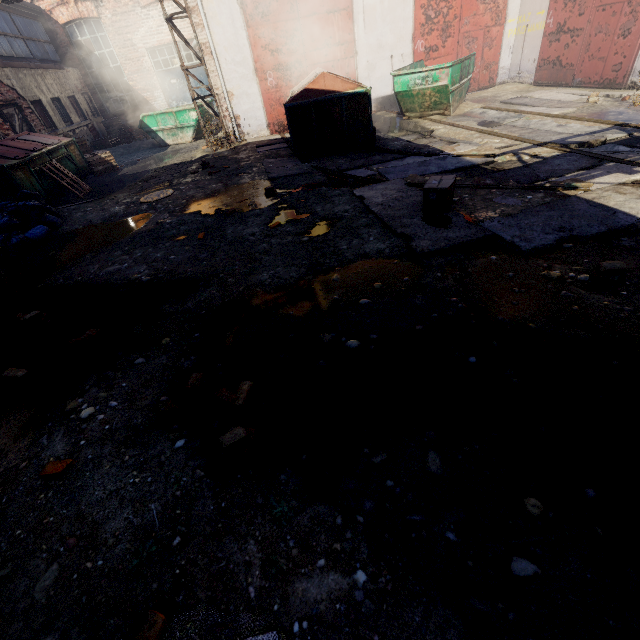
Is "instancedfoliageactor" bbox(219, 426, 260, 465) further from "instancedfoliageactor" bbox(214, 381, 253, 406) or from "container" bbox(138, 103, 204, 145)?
"container" bbox(138, 103, 204, 145)

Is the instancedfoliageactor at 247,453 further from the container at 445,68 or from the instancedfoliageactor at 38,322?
the container at 445,68

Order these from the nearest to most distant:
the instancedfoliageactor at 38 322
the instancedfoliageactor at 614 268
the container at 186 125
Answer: the instancedfoliageactor at 614 268 < the instancedfoliageactor at 38 322 < the container at 186 125

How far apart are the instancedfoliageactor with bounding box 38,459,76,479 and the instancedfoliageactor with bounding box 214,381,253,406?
1.2m

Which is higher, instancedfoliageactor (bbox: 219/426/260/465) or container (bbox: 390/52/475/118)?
container (bbox: 390/52/475/118)

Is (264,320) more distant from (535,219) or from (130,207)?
(130,207)

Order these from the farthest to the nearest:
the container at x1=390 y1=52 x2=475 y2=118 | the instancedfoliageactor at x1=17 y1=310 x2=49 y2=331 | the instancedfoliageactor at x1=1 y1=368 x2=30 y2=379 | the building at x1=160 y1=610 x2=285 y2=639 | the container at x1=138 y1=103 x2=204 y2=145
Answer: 1. the container at x1=138 y1=103 x2=204 y2=145
2. the container at x1=390 y1=52 x2=475 y2=118
3. the instancedfoliageactor at x1=17 y1=310 x2=49 y2=331
4. the instancedfoliageactor at x1=1 y1=368 x2=30 y2=379
5. the building at x1=160 y1=610 x2=285 y2=639

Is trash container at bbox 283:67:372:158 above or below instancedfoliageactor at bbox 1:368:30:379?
above
